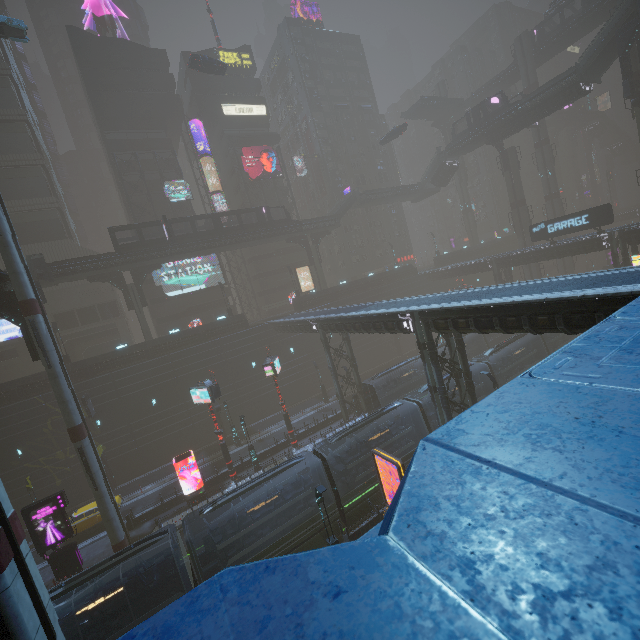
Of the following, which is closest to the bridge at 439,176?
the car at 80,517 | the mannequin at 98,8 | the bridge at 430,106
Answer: the bridge at 430,106

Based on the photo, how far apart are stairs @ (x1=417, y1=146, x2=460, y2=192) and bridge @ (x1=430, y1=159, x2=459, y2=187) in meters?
0.0 m

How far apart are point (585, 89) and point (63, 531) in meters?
65.0 m

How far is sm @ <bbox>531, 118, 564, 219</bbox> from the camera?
53.4 meters

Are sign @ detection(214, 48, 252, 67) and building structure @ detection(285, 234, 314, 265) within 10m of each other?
no

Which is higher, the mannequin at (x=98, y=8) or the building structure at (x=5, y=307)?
the mannequin at (x=98, y=8)

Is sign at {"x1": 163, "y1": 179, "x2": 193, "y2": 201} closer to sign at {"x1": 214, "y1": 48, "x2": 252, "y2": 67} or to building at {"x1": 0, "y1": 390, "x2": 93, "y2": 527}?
building at {"x1": 0, "y1": 390, "x2": 93, "y2": 527}

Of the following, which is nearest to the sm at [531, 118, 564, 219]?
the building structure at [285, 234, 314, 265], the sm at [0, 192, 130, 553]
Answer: the building structure at [285, 234, 314, 265]
